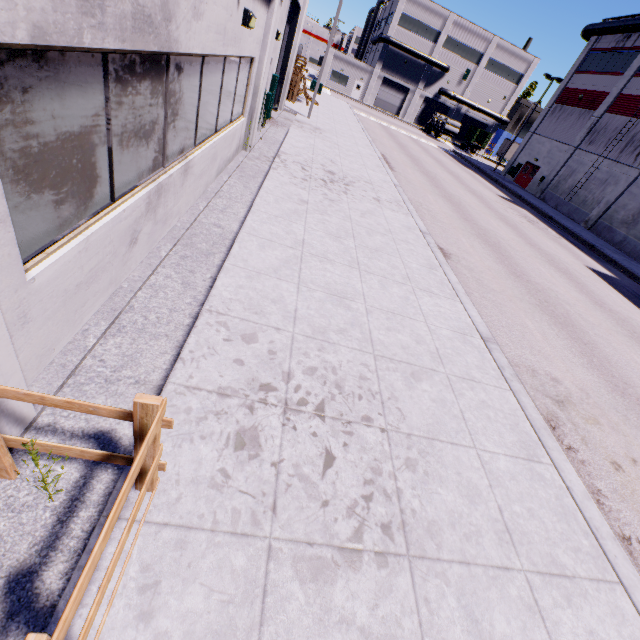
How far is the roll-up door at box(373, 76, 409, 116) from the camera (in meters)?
54.88

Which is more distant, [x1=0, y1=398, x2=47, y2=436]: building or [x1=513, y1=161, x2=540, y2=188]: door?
[x1=513, y1=161, x2=540, y2=188]: door

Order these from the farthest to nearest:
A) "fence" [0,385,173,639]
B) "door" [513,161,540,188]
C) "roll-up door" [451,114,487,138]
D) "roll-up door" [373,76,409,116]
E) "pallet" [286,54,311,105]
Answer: "roll-up door" [451,114,487,138] < "roll-up door" [373,76,409,116] < "door" [513,161,540,188] < "pallet" [286,54,311,105] < "fence" [0,385,173,639]

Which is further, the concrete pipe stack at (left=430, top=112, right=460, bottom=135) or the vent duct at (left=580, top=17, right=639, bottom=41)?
the concrete pipe stack at (left=430, top=112, right=460, bottom=135)

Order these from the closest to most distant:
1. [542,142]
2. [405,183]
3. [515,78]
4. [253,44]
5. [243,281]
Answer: [243,281], [253,44], [405,183], [542,142], [515,78]

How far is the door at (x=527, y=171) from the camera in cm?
3479

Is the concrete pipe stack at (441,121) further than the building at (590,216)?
Yes

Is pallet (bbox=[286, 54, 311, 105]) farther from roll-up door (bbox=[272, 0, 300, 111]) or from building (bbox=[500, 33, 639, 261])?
roll-up door (bbox=[272, 0, 300, 111])
